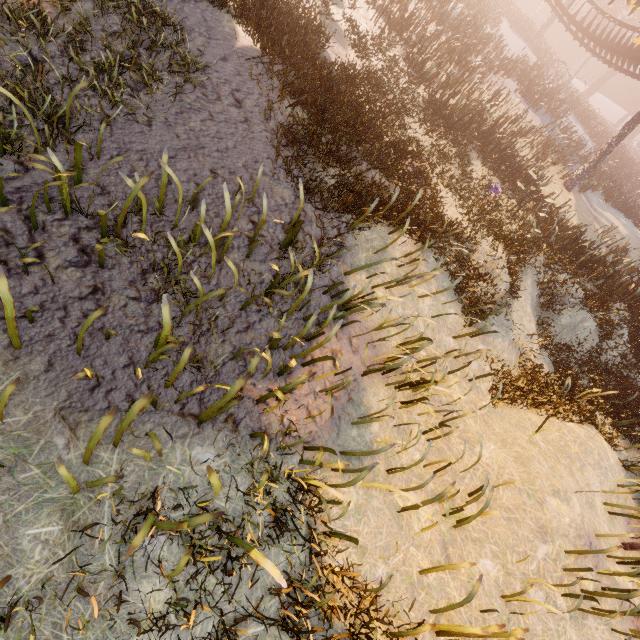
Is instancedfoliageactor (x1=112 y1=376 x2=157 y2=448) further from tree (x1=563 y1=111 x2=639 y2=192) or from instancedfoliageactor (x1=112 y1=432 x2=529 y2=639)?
tree (x1=563 y1=111 x2=639 y2=192)

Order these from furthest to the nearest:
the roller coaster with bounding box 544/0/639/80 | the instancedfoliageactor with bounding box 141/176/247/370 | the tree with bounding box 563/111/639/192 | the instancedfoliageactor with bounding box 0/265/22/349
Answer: the roller coaster with bounding box 544/0/639/80 → the tree with bounding box 563/111/639/192 → the instancedfoliageactor with bounding box 141/176/247/370 → the instancedfoliageactor with bounding box 0/265/22/349

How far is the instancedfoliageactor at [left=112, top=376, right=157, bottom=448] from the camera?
2.7m

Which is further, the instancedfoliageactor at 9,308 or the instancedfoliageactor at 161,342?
the instancedfoliageactor at 161,342

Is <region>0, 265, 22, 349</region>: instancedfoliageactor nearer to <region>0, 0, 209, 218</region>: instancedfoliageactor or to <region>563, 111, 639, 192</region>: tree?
<region>0, 0, 209, 218</region>: instancedfoliageactor

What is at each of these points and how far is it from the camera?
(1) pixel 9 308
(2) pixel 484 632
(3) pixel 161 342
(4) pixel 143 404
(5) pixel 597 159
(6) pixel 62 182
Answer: (1) instancedfoliageactor, 2.7 meters
(2) instancedfoliageactor, 3.8 meters
(3) instancedfoliageactor, 3.4 meters
(4) instancedfoliageactor, 2.7 meters
(5) tree, 20.1 meters
(6) instancedfoliageactor, 3.2 meters

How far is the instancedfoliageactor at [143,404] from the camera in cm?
272
